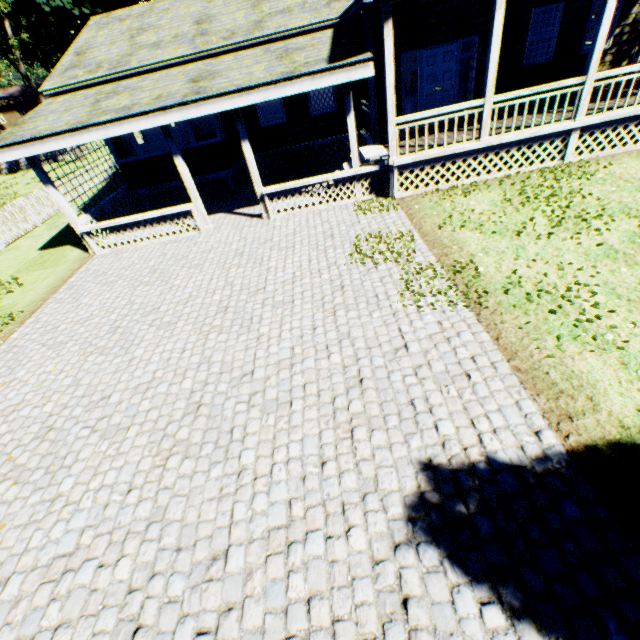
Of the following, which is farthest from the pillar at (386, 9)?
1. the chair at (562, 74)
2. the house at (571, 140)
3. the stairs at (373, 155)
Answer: the chair at (562, 74)

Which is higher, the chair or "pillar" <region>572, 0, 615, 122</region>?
"pillar" <region>572, 0, 615, 122</region>

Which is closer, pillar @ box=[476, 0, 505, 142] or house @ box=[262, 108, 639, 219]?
Answer: pillar @ box=[476, 0, 505, 142]

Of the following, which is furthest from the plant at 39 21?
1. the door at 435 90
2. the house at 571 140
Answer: the door at 435 90

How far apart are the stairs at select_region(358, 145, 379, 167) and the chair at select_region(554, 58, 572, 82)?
6.4 meters

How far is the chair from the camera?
10.59m

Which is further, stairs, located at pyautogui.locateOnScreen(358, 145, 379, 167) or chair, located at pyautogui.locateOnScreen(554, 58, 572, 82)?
chair, located at pyautogui.locateOnScreen(554, 58, 572, 82)

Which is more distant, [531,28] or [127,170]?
[127,170]
